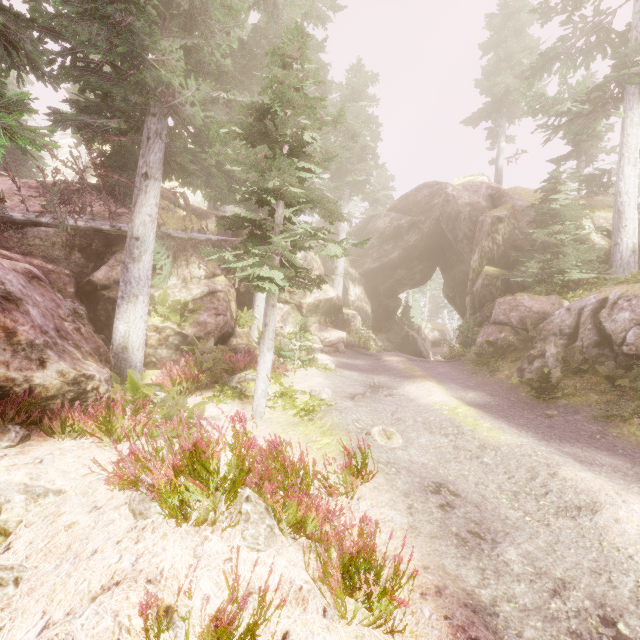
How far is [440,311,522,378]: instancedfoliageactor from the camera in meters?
13.1

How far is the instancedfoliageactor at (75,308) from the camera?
9.1 meters

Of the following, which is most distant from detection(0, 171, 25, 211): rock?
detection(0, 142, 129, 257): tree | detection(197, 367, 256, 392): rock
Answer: detection(197, 367, 256, 392): rock

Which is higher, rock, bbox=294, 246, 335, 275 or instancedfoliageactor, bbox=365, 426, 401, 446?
rock, bbox=294, 246, 335, 275

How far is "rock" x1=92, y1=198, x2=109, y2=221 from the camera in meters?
14.2

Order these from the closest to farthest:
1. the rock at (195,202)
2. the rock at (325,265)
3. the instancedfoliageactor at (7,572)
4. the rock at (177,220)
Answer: the instancedfoliageactor at (7,572) < the rock at (177,220) < the rock at (195,202) < the rock at (325,265)

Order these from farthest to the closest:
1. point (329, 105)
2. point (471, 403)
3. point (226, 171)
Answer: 1. point (329, 105)
2. point (226, 171)
3. point (471, 403)
